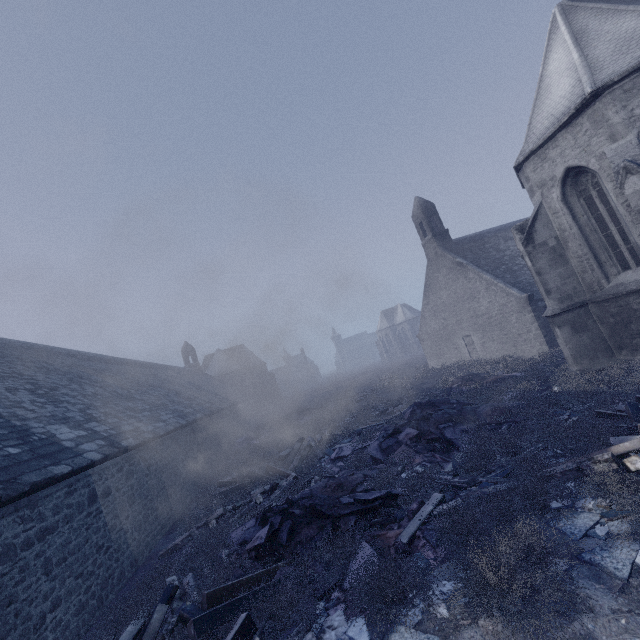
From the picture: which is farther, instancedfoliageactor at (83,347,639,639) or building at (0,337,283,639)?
building at (0,337,283,639)

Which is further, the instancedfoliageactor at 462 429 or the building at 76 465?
the building at 76 465

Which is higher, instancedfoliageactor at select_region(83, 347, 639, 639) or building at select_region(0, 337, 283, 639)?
building at select_region(0, 337, 283, 639)

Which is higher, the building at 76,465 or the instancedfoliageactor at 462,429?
the building at 76,465

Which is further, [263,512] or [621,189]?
[621,189]
